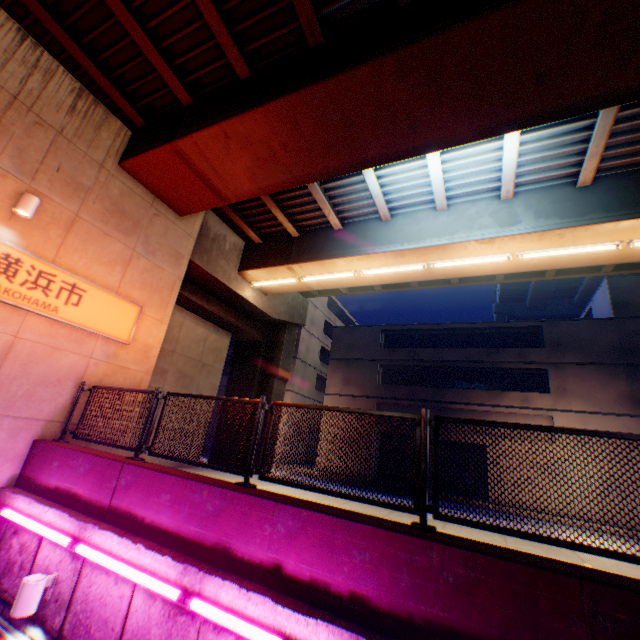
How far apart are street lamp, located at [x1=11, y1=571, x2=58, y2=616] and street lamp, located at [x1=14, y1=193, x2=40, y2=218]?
6.3 meters

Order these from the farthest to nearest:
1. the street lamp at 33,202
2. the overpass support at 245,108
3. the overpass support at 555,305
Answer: the overpass support at 555,305
the street lamp at 33,202
the overpass support at 245,108

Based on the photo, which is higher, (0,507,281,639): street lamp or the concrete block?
the concrete block

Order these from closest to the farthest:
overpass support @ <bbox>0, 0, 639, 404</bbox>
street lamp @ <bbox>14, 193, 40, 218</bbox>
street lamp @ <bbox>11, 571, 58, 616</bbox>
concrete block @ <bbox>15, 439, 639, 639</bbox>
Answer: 1. concrete block @ <bbox>15, 439, 639, 639</bbox>
2. street lamp @ <bbox>11, 571, 58, 616</bbox>
3. overpass support @ <bbox>0, 0, 639, 404</bbox>
4. street lamp @ <bbox>14, 193, 40, 218</bbox>

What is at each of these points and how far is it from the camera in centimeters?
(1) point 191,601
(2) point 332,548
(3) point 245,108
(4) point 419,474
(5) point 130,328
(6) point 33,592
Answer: (1) street lamp, 360cm
(2) concrete block, 351cm
(3) overpass support, 663cm
(4) metal fence, 396cm
(5) sign, 841cm
(6) street lamp, 458cm

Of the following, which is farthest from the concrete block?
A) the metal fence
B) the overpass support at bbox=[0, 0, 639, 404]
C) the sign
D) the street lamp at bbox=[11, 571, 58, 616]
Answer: the overpass support at bbox=[0, 0, 639, 404]

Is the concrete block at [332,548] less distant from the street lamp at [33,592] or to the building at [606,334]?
the street lamp at [33,592]

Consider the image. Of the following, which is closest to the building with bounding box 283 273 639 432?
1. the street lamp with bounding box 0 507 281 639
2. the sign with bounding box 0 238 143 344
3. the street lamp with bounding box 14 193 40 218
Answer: the sign with bounding box 0 238 143 344
